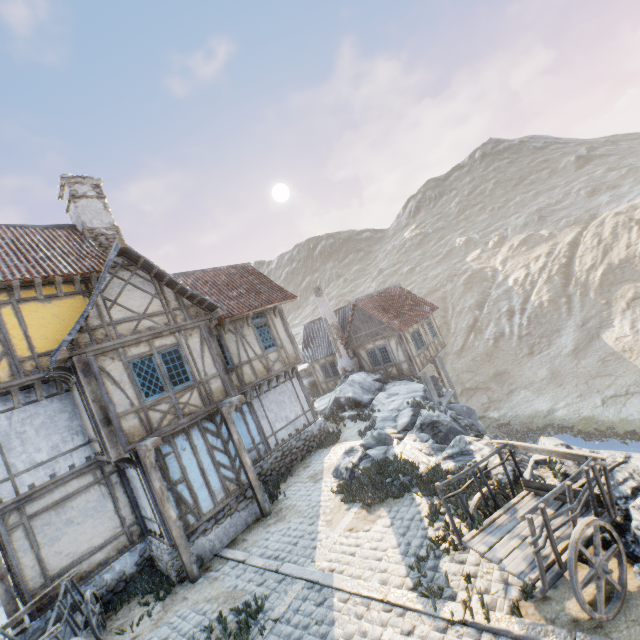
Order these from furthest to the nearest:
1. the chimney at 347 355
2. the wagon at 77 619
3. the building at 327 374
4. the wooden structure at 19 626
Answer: the building at 327 374 → the chimney at 347 355 → the wooden structure at 19 626 → the wagon at 77 619

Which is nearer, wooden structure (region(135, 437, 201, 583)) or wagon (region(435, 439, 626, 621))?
wagon (region(435, 439, 626, 621))

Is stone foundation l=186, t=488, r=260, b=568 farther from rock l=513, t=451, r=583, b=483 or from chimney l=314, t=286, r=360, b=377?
chimney l=314, t=286, r=360, b=377

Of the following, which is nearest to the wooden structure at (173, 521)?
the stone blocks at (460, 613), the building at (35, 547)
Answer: the building at (35, 547)

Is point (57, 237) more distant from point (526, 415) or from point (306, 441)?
point (526, 415)

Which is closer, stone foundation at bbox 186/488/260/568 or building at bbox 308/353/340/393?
stone foundation at bbox 186/488/260/568

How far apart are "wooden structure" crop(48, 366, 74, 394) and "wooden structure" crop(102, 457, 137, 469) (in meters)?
2.52

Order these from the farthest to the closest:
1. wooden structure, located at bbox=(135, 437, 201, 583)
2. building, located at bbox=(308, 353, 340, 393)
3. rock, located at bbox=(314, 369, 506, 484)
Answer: building, located at bbox=(308, 353, 340, 393) → rock, located at bbox=(314, 369, 506, 484) → wooden structure, located at bbox=(135, 437, 201, 583)
